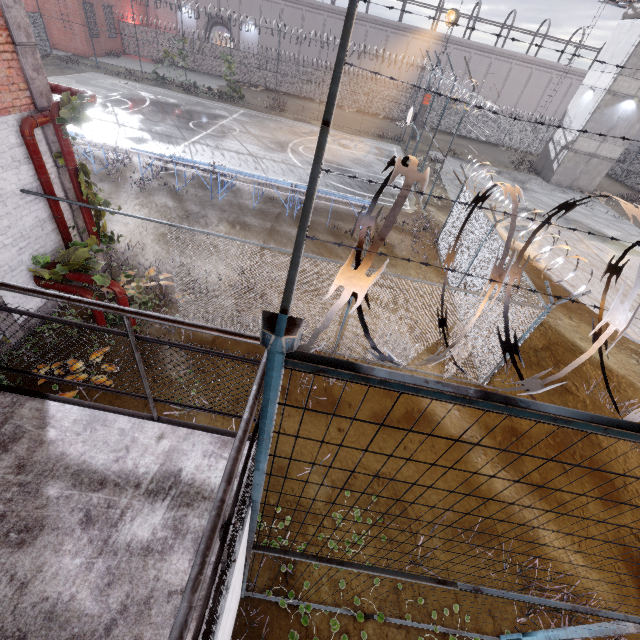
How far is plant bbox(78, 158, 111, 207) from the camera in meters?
6.4 m

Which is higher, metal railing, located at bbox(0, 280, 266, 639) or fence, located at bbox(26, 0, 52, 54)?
metal railing, located at bbox(0, 280, 266, 639)

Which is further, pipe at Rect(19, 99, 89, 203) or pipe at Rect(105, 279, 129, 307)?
pipe at Rect(105, 279, 129, 307)

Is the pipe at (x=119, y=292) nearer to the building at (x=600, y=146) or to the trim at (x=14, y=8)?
the trim at (x=14, y=8)

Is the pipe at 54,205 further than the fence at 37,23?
No

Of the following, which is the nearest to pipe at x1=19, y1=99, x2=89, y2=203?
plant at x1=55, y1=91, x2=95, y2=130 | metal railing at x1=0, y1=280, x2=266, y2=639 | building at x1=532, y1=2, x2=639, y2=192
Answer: plant at x1=55, y1=91, x2=95, y2=130

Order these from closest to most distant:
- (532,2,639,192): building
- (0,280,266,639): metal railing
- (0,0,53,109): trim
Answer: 1. (0,280,266,639): metal railing
2. (0,0,53,109): trim
3. (532,2,639,192): building

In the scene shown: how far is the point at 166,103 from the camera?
24.0m
